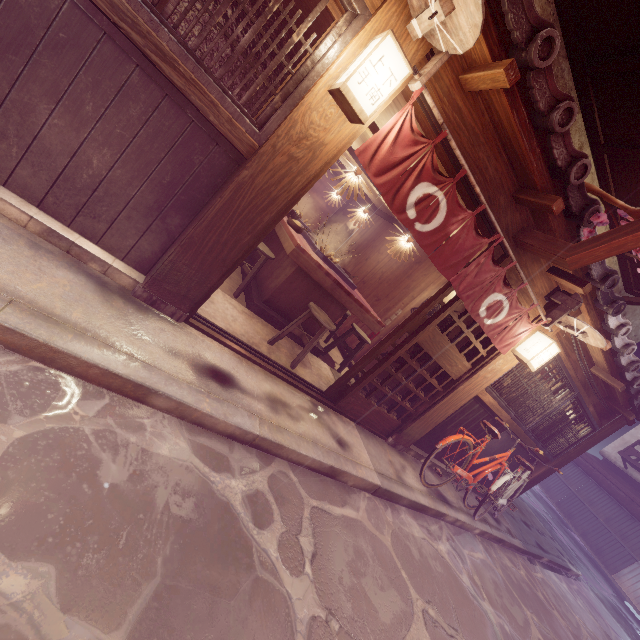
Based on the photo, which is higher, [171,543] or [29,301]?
[29,301]

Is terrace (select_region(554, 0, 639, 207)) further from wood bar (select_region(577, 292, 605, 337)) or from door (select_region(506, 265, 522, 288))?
door (select_region(506, 265, 522, 288))

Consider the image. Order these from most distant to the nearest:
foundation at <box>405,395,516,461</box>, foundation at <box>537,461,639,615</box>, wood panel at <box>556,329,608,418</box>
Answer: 1. foundation at <box>537,461,639,615</box>
2. foundation at <box>405,395,516,461</box>
3. wood panel at <box>556,329,608,418</box>

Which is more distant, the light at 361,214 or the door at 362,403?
the light at 361,214

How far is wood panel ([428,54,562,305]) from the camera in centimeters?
476cm

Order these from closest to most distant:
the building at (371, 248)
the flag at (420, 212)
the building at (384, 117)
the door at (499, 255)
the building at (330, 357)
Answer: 1. the flag at (420, 212)
2. the building at (384, 117)
3. the door at (499, 255)
4. the building at (330, 357)
5. the building at (371, 248)

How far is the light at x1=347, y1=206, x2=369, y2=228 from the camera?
12.54m

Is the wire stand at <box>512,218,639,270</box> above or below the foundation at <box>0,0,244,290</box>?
above
